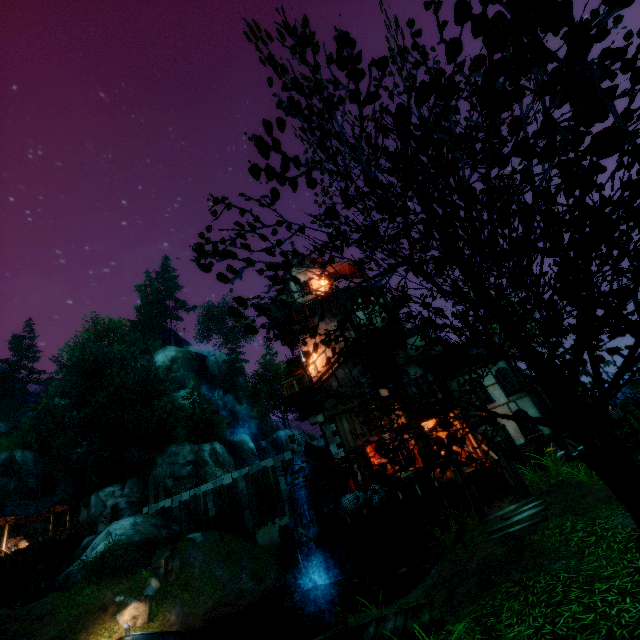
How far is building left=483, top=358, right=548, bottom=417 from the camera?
16.80m

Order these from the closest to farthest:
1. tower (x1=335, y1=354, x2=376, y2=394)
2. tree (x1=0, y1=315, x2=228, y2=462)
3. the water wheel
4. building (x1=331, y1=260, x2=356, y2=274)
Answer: the water wheel
tower (x1=335, y1=354, x2=376, y2=394)
building (x1=331, y1=260, x2=356, y2=274)
tree (x1=0, y1=315, x2=228, y2=462)

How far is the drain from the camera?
20.25m

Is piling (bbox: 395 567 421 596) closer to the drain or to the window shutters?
the window shutters

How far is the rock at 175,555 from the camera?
17.73m

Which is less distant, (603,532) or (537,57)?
(537,57)

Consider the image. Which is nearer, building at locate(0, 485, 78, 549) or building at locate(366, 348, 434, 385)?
building at locate(366, 348, 434, 385)

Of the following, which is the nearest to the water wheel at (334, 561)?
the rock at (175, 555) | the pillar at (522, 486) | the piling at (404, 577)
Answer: the piling at (404, 577)
